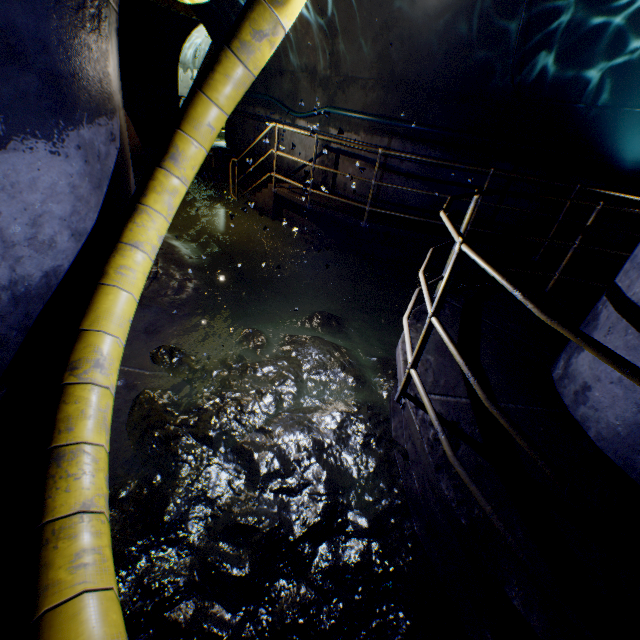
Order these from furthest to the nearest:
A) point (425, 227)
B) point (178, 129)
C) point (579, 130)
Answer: point (425, 227) → point (579, 130) → point (178, 129)

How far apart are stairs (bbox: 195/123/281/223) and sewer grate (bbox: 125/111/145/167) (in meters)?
2.07

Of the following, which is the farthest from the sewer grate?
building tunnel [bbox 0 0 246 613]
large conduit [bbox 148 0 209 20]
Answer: large conduit [bbox 148 0 209 20]

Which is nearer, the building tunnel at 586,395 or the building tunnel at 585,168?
the building tunnel at 586,395

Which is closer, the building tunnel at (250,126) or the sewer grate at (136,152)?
the sewer grate at (136,152)

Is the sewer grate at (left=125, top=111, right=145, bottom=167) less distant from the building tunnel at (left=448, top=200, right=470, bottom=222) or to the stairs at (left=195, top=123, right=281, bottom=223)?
the building tunnel at (left=448, top=200, right=470, bottom=222)

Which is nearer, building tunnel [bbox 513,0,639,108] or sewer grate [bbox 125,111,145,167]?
building tunnel [bbox 513,0,639,108]

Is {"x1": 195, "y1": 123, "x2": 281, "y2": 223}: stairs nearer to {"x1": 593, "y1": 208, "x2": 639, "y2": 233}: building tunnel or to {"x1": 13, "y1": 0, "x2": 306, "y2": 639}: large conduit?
{"x1": 593, "y1": 208, "x2": 639, "y2": 233}: building tunnel
